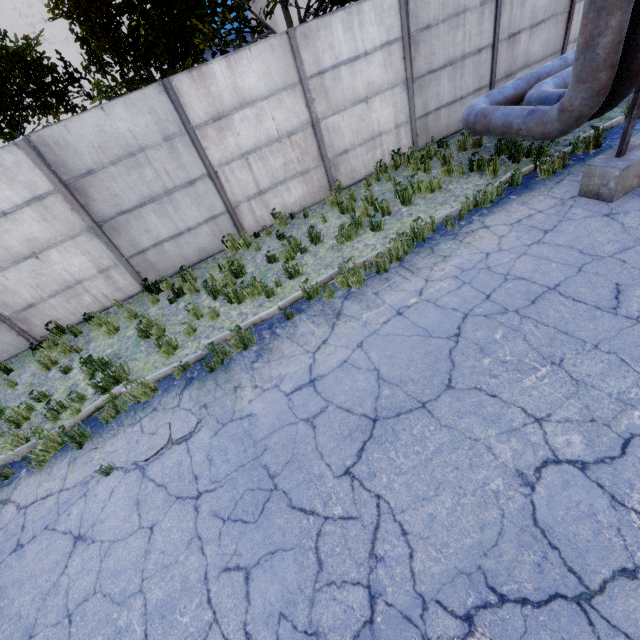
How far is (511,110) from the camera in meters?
6.5 m

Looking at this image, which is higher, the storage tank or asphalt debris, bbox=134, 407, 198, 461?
the storage tank

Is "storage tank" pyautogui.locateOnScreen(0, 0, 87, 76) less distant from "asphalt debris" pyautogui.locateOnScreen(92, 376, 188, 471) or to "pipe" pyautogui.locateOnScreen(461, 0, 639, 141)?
"pipe" pyautogui.locateOnScreen(461, 0, 639, 141)

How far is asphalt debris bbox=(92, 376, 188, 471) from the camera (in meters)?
4.60

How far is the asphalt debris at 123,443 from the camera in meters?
4.6

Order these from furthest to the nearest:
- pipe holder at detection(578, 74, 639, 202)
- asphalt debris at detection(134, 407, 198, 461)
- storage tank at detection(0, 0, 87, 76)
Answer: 1. storage tank at detection(0, 0, 87, 76)
2. pipe holder at detection(578, 74, 639, 202)
3. asphalt debris at detection(134, 407, 198, 461)
